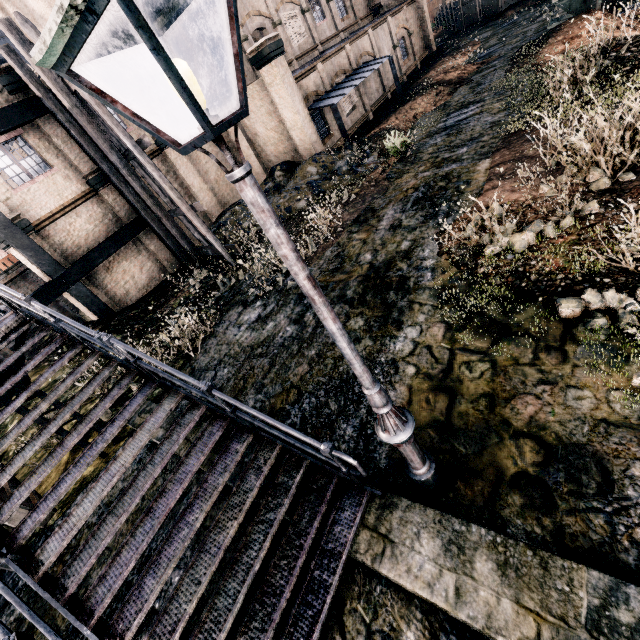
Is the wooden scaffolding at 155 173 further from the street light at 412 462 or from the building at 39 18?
the street light at 412 462

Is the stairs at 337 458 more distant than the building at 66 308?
No

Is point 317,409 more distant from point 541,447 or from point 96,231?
point 96,231

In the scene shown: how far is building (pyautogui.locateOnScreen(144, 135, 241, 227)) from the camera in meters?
19.1 m

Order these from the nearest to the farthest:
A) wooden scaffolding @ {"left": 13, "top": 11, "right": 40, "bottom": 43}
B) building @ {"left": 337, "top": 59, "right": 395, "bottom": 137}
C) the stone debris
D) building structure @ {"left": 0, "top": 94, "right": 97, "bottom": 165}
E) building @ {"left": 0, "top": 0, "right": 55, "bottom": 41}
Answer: wooden scaffolding @ {"left": 13, "top": 11, "right": 40, "bottom": 43}
building structure @ {"left": 0, "top": 94, "right": 97, "bottom": 165}
the stone debris
building @ {"left": 0, "top": 0, "right": 55, "bottom": 41}
building @ {"left": 337, "top": 59, "right": 395, "bottom": 137}

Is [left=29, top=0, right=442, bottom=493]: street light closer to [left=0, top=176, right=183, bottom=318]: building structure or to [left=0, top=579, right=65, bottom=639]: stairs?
[left=0, top=579, right=65, bottom=639]: stairs

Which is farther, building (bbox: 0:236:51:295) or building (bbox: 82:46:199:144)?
building (bbox: 82:46:199:144)

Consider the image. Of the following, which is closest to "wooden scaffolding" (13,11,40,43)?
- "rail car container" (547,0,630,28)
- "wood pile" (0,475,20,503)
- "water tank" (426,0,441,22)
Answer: "wood pile" (0,475,20,503)
